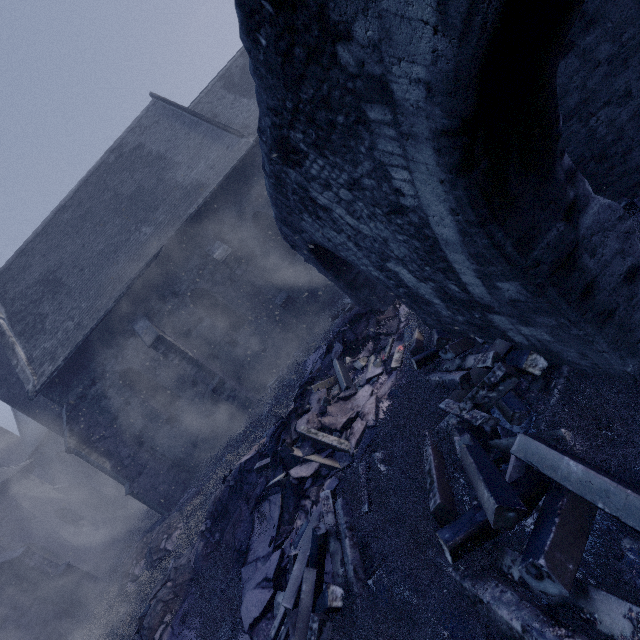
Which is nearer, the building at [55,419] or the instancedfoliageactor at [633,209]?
the instancedfoliageactor at [633,209]

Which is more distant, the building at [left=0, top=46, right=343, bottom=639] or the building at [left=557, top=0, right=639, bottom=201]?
the building at [left=0, top=46, right=343, bottom=639]

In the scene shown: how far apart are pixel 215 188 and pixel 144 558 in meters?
14.1 m

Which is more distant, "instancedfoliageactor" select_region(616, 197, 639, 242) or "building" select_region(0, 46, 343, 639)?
"building" select_region(0, 46, 343, 639)

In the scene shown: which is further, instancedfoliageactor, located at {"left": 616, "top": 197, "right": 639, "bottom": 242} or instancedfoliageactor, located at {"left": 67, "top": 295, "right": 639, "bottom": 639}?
instancedfoliageactor, located at {"left": 616, "top": 197, "right": 639, "bottom": 242}

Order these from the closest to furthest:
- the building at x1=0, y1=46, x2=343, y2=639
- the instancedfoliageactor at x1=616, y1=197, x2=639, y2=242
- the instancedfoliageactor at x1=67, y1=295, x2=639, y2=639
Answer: the instancedfoliageactor at x1=67, y1=295, x2=639, y2=639 < the instancedfoliageactor at x1=616, y1=197, x2=639, y2=242 < the building at x1=0, y1=46, x2=343, y2=639

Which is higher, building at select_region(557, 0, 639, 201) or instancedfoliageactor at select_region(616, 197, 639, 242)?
building at select_region(557, 0, 639, 201)
